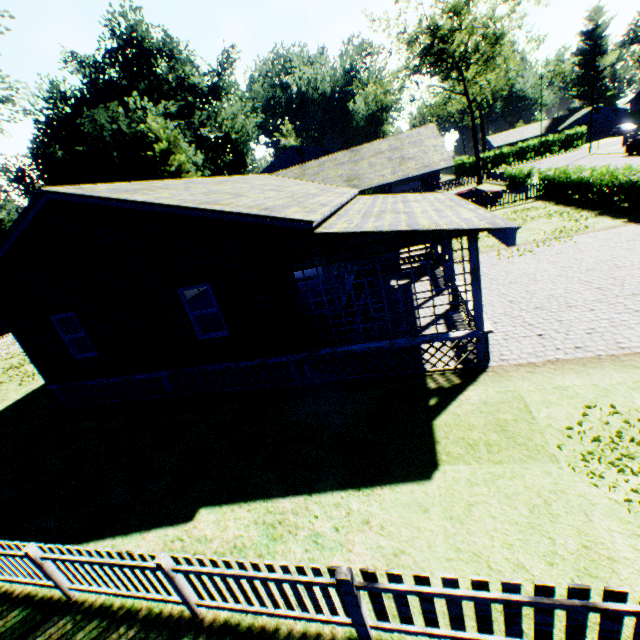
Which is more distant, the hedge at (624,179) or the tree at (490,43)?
the tree at (490,43)

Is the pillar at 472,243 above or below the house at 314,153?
below

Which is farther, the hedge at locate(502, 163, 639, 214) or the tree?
the tree

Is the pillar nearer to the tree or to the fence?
the fence

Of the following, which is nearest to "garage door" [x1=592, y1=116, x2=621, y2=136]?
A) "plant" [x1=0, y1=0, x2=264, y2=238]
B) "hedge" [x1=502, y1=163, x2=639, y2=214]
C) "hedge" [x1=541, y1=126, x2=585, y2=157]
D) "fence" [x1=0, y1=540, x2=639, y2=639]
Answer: "hedge" [x1=541, y1=126, x2=585, y2=157]

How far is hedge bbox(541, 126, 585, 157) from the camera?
53.2 meters

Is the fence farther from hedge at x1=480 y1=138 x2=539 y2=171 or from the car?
hedge at x1=480 y1=138 x2=539 y2=171

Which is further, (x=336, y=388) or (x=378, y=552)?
(x=336, y=388)
